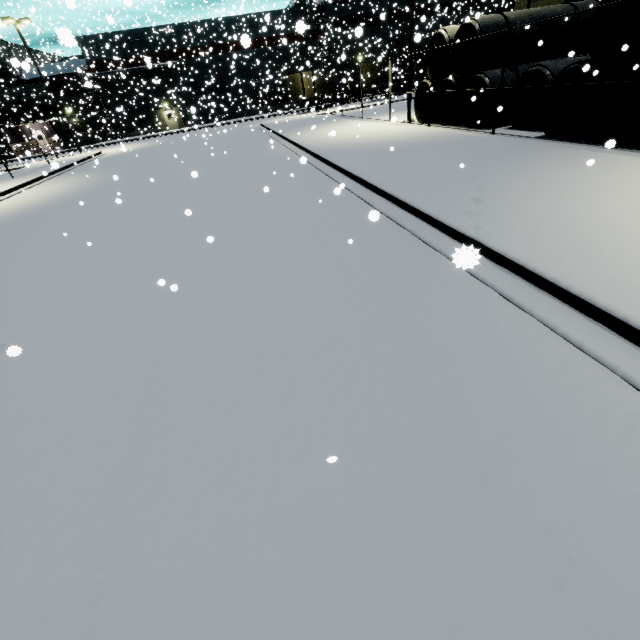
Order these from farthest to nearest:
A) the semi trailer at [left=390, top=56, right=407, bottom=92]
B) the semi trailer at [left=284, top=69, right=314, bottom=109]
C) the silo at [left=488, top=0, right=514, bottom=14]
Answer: the silo at [left=488, top=0, right=514, bottom=14] → the semi trailer at [left=284, top=69, right=314, bottom=109] → the semi trailer at [left=390, top=56, right=407, bottom=92]

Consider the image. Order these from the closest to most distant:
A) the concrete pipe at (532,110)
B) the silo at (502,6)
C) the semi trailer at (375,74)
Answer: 1. the concrete pipe at (532,110)
2. the semi trailer at (375,74)
3. the silo at (502,6)

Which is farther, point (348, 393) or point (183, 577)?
point (348, 393)

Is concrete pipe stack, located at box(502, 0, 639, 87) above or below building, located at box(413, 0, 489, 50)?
below

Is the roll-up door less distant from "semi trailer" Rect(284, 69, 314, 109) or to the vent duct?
the vent duct

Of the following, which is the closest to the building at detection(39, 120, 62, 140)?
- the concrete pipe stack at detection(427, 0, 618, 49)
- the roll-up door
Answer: the roll-up door

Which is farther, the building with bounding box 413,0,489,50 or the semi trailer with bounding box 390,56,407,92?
the semi trailer with bounding box 390,56,407,92

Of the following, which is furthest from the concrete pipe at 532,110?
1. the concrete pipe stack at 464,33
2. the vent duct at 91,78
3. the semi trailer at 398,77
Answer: the semi trailer at 398,77
